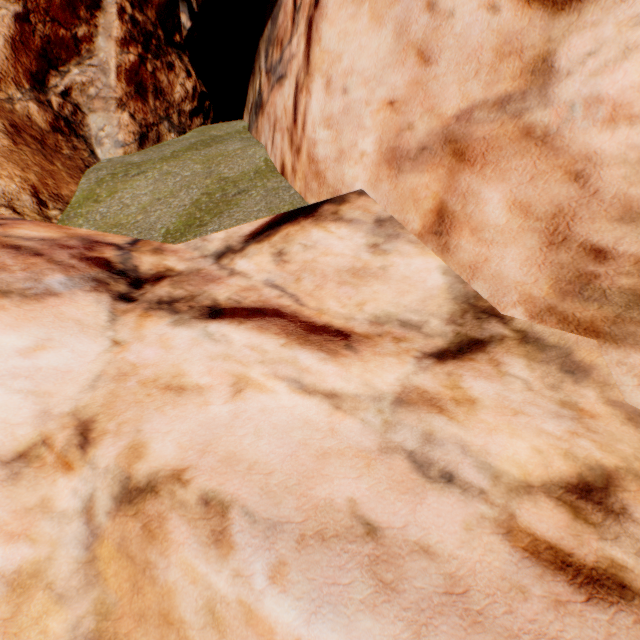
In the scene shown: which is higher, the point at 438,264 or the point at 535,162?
the point at 535,162
